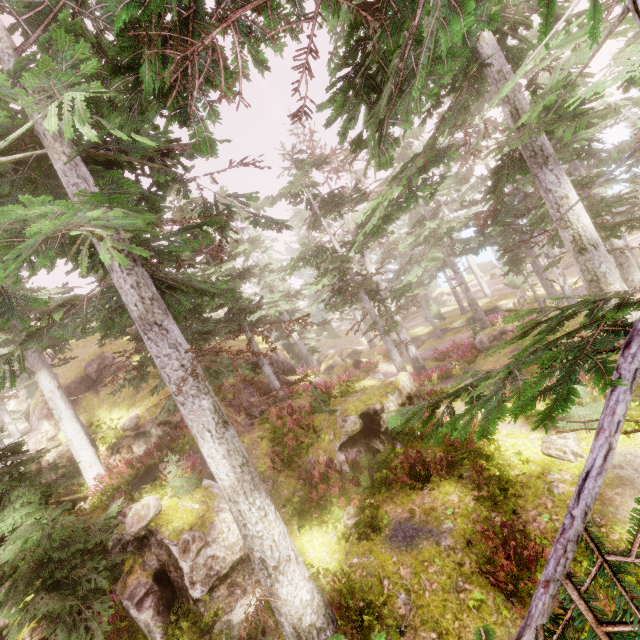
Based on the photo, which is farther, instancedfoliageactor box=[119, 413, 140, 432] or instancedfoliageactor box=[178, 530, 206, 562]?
instancedfoliageactor box=[119, 413, 140, 432]

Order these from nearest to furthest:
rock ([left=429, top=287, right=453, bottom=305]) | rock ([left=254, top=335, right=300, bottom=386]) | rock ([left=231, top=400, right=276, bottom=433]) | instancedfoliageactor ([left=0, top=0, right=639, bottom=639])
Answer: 1. instancedfoliageactor ([left=0, top=0, right=639, bottom=639])
2. rock ([left=231, top=400, right=276, bottom=433])
3. rock ([left=254, top=335, right=300, bottom=386])
4. rock ([left=429, top=287, right=453, bottom=305])

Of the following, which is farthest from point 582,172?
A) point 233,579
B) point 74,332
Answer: point 74,332

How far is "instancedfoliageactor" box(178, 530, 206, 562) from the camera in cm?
810

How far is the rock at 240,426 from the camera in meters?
14.5

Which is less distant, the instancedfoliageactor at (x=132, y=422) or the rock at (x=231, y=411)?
the instancedfoliageactor at (x=132, y=422)

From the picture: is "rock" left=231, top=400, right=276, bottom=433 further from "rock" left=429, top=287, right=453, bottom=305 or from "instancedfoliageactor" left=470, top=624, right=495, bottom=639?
"rock" left=429, top=287, right=453, bottom=305
